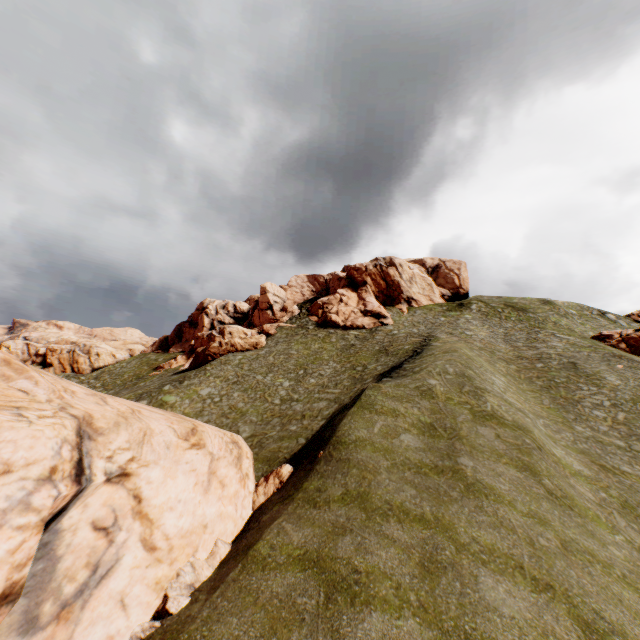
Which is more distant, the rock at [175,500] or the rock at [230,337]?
the rock at [230,337]

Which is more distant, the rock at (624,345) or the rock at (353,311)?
the rock at (353,311)

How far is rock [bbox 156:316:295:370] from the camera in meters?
45.5 m

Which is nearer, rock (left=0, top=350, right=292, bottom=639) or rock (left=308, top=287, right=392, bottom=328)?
rock (left=0, top=350, right=292, bottom=639)

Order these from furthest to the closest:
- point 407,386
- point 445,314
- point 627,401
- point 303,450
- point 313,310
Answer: point 313,310 < point 445,314 < point 627,401 < point 407,386 < point 303,450

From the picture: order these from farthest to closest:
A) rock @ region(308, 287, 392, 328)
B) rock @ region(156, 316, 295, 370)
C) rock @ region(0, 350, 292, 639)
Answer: rock @ region(308, 287, 392, 328) → rock @ region(156, 316, 295, 370) → rock @ region(0, 350, 292, 639)
